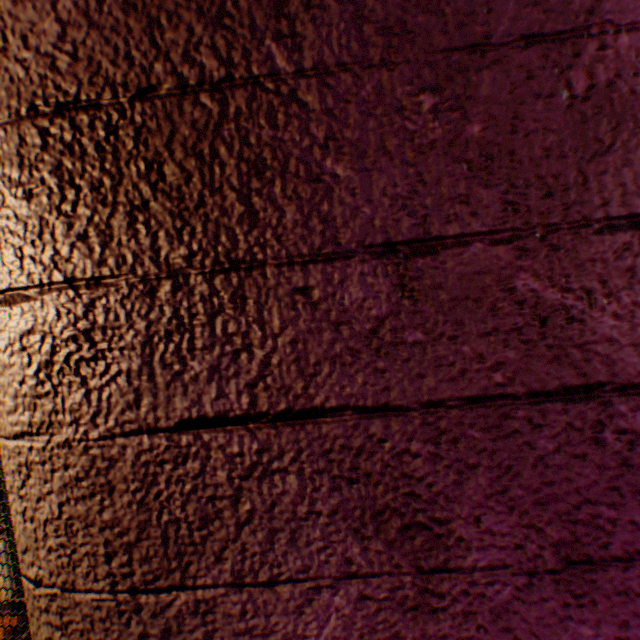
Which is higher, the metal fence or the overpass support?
the overpass support

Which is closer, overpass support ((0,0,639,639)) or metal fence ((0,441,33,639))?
overpass support ((0,0,639,639))

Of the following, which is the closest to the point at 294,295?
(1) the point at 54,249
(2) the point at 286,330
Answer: (2) the point at 286,330

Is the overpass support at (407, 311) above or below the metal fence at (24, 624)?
above

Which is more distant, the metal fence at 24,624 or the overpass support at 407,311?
the metal fence at 24,624
